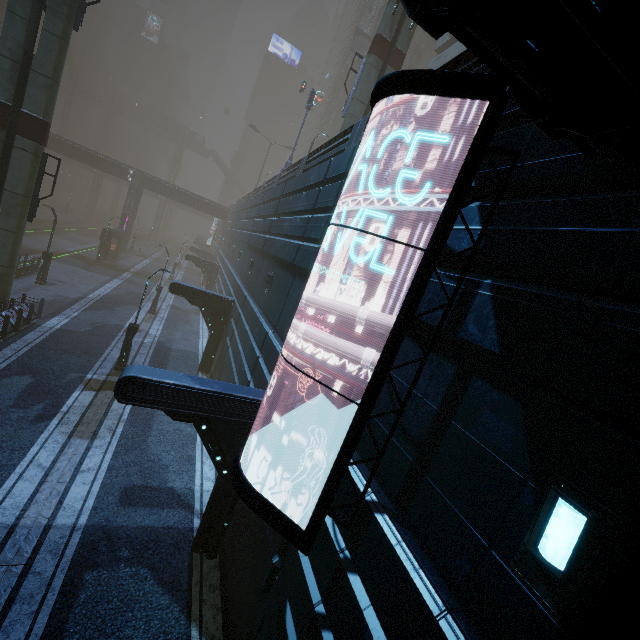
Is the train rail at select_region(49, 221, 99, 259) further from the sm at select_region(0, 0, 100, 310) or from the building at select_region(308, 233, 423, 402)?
the sm at select_region(0, 0, 100, 310)

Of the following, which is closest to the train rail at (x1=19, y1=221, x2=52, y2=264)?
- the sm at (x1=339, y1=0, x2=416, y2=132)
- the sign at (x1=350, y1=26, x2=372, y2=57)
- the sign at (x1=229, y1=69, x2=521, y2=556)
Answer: the sign at (x1=229, y1=69, x2=521, y2=556)

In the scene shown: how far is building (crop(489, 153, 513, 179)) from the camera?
3.8 meters

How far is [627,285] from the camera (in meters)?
2.48

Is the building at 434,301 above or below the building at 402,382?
above

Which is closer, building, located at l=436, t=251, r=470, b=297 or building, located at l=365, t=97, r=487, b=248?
building, located at l=436, t=251, r=470, b=297

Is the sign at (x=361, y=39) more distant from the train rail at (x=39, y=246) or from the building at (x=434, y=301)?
the train rail at (x=39, y=246)

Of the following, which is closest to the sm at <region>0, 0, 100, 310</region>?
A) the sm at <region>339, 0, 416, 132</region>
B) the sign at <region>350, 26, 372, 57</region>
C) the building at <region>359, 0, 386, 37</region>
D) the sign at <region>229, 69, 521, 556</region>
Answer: the building at <region>359, 0, 386, 37</region>
